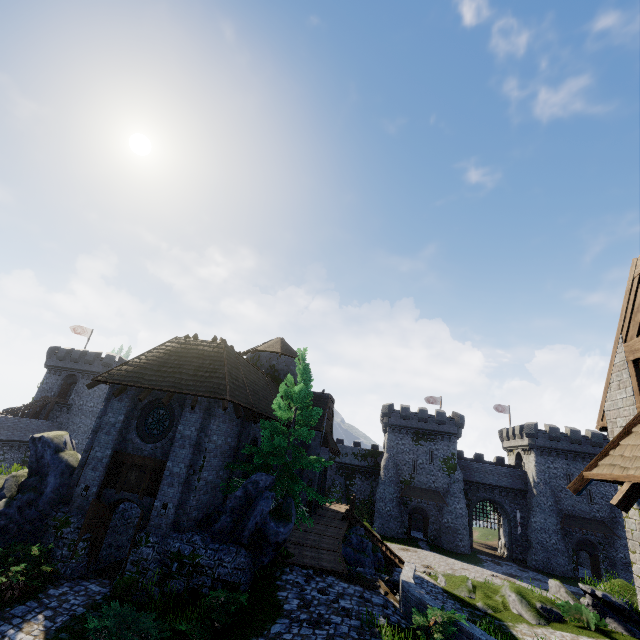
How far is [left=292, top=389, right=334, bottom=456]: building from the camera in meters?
24.3

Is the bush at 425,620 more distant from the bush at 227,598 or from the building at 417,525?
the building at 417,525

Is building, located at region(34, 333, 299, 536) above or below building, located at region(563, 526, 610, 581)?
above

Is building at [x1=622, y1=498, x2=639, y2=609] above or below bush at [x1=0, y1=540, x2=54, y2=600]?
above

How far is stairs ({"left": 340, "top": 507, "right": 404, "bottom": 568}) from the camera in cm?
2211

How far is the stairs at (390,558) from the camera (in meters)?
22.11

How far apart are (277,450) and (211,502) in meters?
3.6

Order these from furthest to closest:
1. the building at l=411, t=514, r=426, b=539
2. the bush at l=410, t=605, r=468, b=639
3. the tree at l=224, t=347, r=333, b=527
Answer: the building at l=411, t=514, r=426, b=539, the tree at l=224, t=347, r=333, b=527, the bush at l=410, t=605, r=468, b=639
